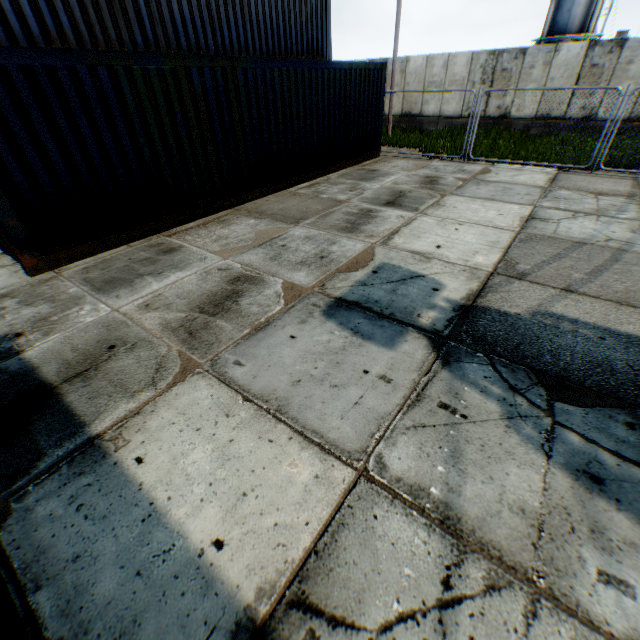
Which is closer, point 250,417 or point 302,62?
point 250,417

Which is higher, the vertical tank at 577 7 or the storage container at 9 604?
the vertical tank at 577 7

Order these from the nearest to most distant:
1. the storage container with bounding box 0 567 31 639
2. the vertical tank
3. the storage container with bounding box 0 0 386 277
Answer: the storage container with bounding box 0 567 31 639
the storage container with bounding box 0 0 386 277
the vertical tank

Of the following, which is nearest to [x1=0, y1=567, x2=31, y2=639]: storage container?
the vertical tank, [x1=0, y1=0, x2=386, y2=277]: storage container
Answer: [x1=0, y1=0, x2=386, y2=277]: storage container

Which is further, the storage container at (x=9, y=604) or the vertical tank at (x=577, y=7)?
the vertical tank at (x=577, y=7)

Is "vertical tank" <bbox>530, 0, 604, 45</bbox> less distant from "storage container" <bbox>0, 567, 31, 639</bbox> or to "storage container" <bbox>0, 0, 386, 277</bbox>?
"storage container" <bbox>0, 0, 386, 277</bbox>
